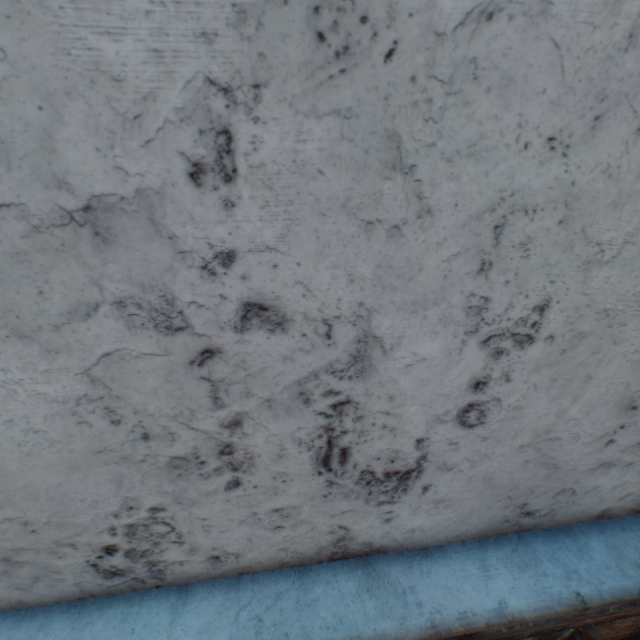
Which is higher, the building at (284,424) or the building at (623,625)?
the building at (284,424)

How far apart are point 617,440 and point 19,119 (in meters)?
1.67

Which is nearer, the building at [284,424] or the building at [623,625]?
the building at [284,424]

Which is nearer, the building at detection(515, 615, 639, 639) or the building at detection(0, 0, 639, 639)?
the building at detection(0, 0, 639, 639)

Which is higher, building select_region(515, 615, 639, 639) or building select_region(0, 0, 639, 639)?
building select_region(0, 0, 639, 639)
